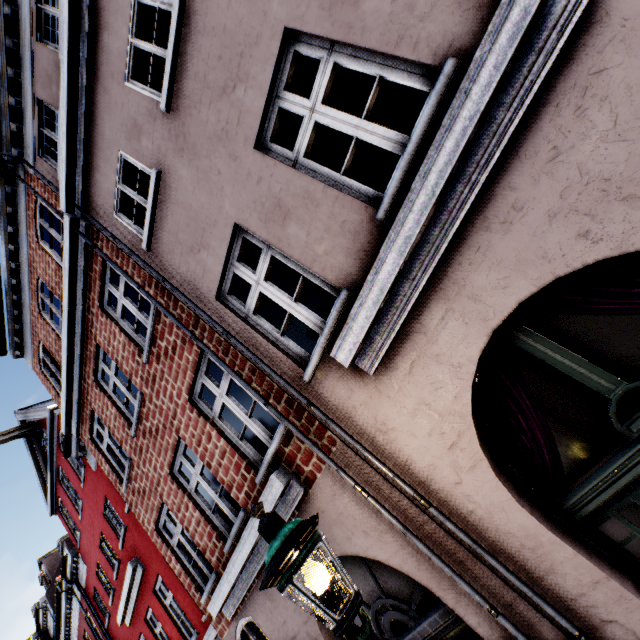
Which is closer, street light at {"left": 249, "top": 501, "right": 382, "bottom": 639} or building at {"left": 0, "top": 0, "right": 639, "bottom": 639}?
street light at {"left": 249, "top": 501, "right": 382, "bottom": 639}

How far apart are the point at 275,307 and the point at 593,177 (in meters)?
4.64

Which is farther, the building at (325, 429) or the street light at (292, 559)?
the building at (325, 429)
